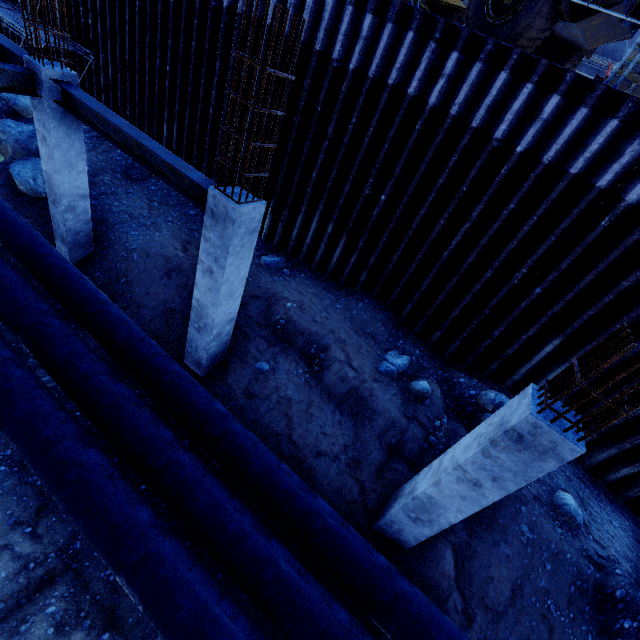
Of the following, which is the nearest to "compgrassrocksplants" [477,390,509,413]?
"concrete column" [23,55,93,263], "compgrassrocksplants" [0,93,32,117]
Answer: "concrete column" [23,55,93,263]

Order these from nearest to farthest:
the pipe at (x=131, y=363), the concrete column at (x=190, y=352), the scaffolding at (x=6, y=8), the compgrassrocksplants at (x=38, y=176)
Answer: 1. the pipe at (x=131, y=363)
2. the concrete column at (x=190, y=352)
3. the compgrassrocksplants at (x=38, y=176)
4. the scaffolding at (x=6, y=8)

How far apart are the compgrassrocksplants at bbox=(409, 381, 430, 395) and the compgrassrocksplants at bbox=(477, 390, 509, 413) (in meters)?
1.13

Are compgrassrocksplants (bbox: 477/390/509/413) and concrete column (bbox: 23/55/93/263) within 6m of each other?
no

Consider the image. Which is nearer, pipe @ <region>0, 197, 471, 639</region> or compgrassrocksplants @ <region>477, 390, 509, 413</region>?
pipe @ <region>0, 197, 471, 639</region>

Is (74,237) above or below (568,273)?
below

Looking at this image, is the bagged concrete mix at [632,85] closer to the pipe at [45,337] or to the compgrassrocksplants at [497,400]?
the compgrassrocksplants at [497,400]

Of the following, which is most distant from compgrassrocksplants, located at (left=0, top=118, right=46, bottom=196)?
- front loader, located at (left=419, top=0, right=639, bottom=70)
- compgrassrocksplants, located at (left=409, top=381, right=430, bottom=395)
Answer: compgrassrocksplants, located at (left=409, top=381, right=430, bottom=395)
